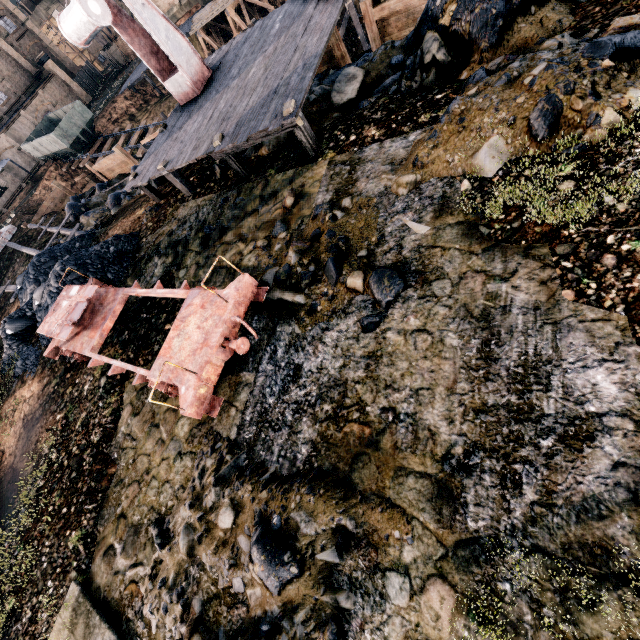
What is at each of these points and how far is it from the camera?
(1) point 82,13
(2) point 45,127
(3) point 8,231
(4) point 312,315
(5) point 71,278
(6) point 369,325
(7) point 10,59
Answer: (1) crane, 10.3 meters
(2) rail car container, 37.6 meters
(3) metal box, 28.8 meters
(4) stone debris, 6.6 meters
(5) coal pile, 12.5 meters
(6) stone debris, 5.7 meters
(7) building, 47.3 meters

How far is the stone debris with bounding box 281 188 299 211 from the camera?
8.7m

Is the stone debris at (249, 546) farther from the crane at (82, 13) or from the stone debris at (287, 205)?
the crane at (82, 13)

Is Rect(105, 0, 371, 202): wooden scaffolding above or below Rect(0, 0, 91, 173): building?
below

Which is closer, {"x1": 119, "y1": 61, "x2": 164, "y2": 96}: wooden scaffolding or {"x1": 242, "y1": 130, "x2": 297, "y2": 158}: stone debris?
{"x1": 242, "y1": 130, "x2": 297, "y2": 158}: stone debris

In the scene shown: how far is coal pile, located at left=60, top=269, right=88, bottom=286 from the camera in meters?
12.4 m

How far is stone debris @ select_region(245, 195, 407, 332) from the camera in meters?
6.2 m

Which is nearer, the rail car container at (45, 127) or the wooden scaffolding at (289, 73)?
the wooden scaffolding at (289, 73)
